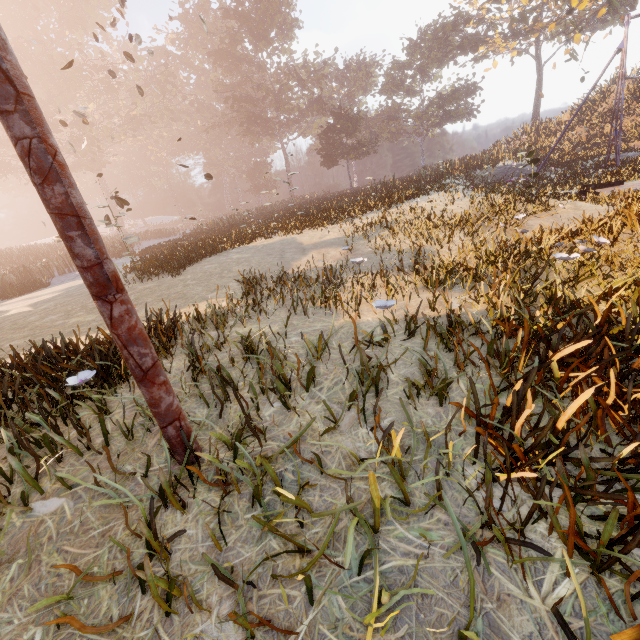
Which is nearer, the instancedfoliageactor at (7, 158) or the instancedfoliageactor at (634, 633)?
the instancedfoliageactor at (634, 633)

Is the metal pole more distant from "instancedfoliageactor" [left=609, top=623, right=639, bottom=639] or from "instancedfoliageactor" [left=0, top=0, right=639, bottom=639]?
"instancedfoliageactor" [left=0, top=0, right=639, bottom=639]

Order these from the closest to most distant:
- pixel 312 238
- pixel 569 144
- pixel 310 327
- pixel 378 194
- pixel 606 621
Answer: pixel 606 621 < pixel 310 327 < pixel 312 238 < pixel 378 194 < pixel 569 144

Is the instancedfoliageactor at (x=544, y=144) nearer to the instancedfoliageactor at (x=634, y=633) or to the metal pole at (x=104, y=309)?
the metal pole at (x=104, y=309)

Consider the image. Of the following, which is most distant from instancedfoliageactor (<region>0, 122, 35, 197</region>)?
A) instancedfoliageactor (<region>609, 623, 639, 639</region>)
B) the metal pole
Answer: instancedfoliageactor (<region>609, 623, 639, 639</region>)

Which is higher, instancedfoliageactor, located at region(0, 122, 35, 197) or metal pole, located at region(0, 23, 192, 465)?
instancedfoliageactor, located at region(0, 122, 35, 197)
